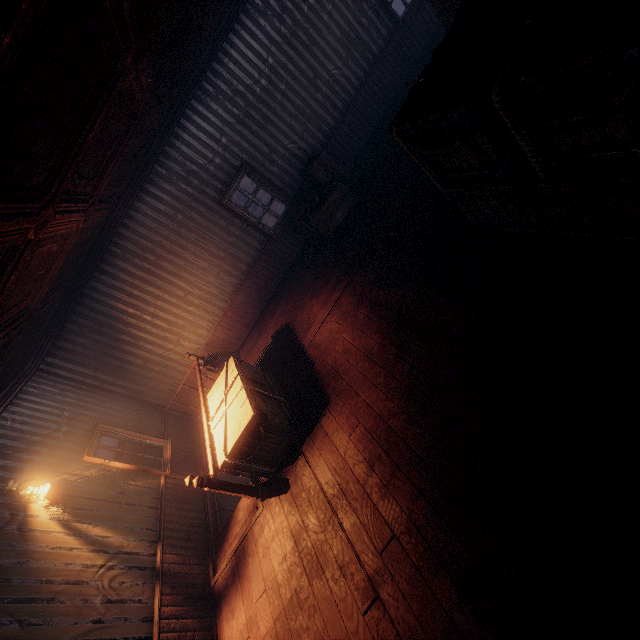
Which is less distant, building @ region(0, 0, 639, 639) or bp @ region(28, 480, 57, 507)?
building @ region(0, 0, 639, 639)

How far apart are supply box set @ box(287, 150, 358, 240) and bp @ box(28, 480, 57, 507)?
6.4m

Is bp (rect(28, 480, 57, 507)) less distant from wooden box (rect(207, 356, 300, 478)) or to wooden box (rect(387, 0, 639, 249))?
wooden box (rect(207, 356, 300, 478))

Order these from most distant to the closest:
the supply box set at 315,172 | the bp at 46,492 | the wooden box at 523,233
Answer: the supply box set at 315,172, the bp at 46,492, the wooden box at 523,233

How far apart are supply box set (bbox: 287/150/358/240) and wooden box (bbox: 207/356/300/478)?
3.3m

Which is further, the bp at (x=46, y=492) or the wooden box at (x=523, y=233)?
the bp at (x=46, y=492)

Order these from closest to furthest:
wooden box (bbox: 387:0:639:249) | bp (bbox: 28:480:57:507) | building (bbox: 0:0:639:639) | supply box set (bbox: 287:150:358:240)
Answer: wooden box (bbox: 387:0:639:249)
building (bbox: 0:0:639:639)
bp (bbox: 28:480:57:507)
supply box set (bbox: 287:150:358:240)

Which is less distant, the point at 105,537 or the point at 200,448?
the point at 105,537
